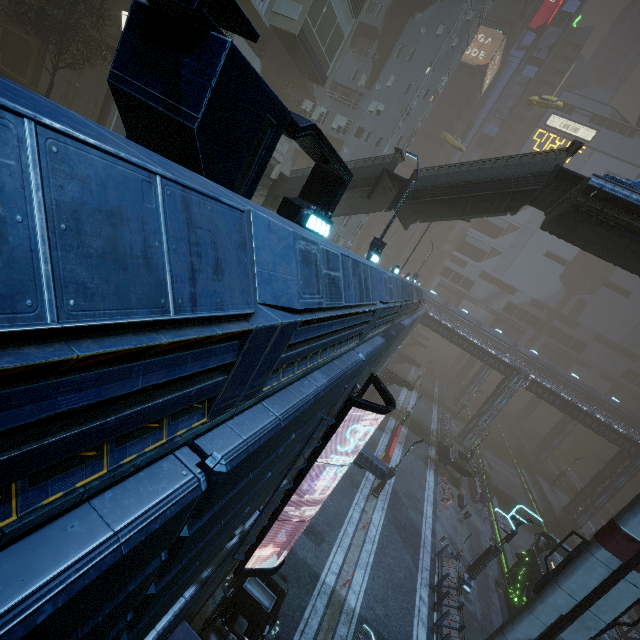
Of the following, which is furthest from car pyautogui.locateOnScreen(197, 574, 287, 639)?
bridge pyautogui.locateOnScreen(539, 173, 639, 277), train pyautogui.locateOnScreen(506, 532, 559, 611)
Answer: bridge pyautogui.locateOnScreen(539, 173, 639, 277)

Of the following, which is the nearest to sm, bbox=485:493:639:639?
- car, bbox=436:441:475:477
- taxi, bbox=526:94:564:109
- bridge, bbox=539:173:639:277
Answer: bridge, bbox=539:173:639:277

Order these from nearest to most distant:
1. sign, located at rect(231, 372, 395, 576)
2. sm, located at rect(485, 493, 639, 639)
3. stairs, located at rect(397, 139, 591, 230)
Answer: sign, located at rect(231, 372, 395, 576) < sm, located at rect(485, 493, 639, 639) < stairs, located at rect(397, 139, 591, 230)

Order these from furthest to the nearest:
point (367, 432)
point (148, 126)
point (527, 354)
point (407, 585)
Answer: point (527, 354)
point (367, 432)
point (407, 585)
point (148, 126)

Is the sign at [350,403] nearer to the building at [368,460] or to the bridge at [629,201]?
the building at [368,460]

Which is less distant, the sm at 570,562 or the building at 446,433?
the sm at 570,562

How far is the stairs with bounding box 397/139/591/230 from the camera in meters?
13.7 m
